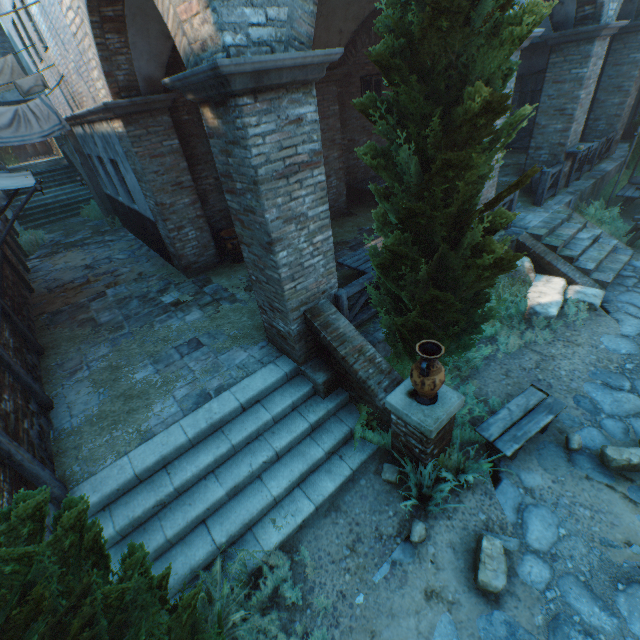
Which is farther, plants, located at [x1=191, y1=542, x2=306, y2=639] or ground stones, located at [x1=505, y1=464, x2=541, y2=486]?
ground stones, located at [x1=505, y1=464, x2=541, y2=486]

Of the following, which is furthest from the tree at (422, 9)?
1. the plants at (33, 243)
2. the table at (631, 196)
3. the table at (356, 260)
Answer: the plants at (33, 243)

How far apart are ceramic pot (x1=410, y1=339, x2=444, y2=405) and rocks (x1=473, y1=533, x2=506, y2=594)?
1.6 meters

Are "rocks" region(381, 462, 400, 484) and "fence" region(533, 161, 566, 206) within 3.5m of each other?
no

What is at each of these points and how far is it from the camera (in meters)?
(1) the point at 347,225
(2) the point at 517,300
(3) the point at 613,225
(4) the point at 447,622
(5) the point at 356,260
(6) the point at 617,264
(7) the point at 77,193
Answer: (1) straw, 10.28
(2) plants, 6.91
(3) plants, 9.47
(4) ground stones, 3.36
(5) table, 6.57
(6) stairs, 7.93
(7) stairs, 17.30

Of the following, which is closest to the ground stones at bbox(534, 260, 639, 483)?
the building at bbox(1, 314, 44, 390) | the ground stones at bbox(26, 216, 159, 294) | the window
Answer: the building at bbox(1, 314, 44, 390)

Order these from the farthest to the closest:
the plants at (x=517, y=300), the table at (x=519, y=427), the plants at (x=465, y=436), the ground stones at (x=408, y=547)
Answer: the plants at (x=517, y=300) → the plants at (x=465, y=436) → the table at (x=519, y=427) → the ground stones at (x=408, y=547)

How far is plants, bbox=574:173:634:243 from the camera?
9.1m
